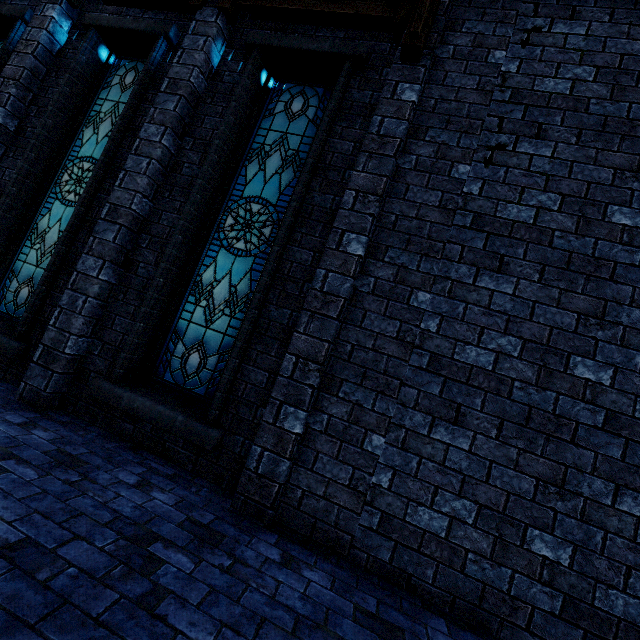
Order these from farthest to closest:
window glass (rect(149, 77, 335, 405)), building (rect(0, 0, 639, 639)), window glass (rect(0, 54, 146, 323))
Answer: window glass (rect(0, 54, 146, 323)) < window glass (rect(149, 77, 335, 405)) < building (rect(0, 0, 639, 639))

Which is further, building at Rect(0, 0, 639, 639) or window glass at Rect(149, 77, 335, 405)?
window glass at Rect(149, 77, 335, 405)

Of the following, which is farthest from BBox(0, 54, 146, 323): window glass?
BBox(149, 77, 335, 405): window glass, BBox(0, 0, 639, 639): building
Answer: BBox(149, 77, 335, 405): window glass

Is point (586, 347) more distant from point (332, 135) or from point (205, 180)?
point (205, 180)

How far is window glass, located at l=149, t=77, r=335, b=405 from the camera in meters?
4.1 m

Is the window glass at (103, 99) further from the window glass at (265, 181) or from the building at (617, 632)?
the window glass at (265, 181)

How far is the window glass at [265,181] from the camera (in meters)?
4.05

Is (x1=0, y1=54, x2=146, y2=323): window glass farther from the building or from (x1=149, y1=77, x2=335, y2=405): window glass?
(x1=149, y1=77, x2=335, y2=405): window glass
